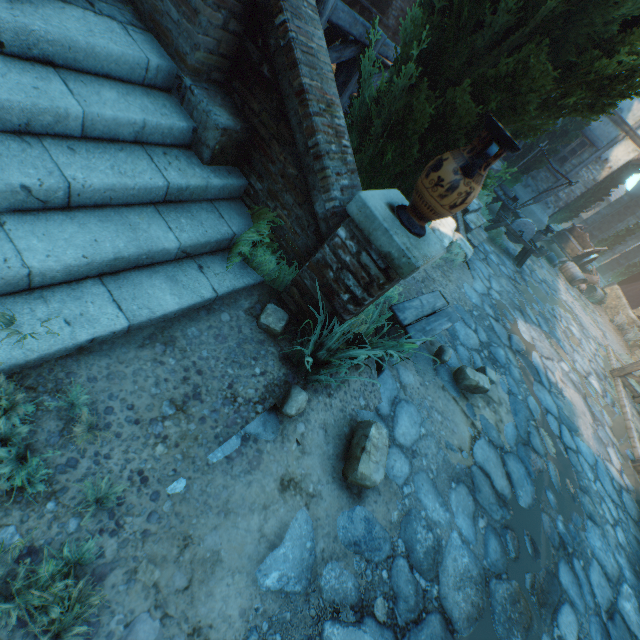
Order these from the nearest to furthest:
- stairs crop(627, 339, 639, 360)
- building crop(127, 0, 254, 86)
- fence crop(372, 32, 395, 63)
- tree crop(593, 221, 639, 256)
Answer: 1. building crop(127, 0, 254, 86)
2. fence crop(372, 32, 395, 63)
3. stairs crop(627, 339, 639, 360)
4. tree crop(593, 221, 639, 256)

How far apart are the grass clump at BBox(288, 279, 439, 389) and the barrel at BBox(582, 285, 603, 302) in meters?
17.2

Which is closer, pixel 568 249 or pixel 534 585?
pixel 534 585

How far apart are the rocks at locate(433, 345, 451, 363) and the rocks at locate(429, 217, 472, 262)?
2.9m

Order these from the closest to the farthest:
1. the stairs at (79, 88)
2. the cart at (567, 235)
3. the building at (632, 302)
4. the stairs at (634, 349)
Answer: the stairs at (79, 88)
the stairs at (634, 349)
the building at (632, 302)
the cart at (567, 235)

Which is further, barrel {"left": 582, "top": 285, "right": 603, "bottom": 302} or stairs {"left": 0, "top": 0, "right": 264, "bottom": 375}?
barrel {"left": 582, "top": 285, "right": 603, "bottom": 302}

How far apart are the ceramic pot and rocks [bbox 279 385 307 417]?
1.5 meters

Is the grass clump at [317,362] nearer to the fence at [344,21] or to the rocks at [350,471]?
the rocks at [350,471]
